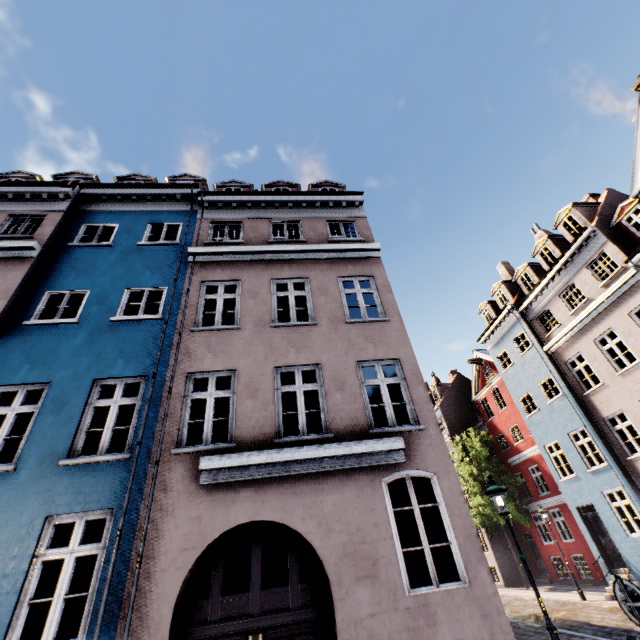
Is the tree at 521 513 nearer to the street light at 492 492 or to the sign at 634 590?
the sign at 634 590

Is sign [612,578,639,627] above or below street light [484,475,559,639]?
below

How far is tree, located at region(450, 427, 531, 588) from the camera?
21.8m

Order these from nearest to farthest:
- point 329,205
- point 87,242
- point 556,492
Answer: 1. point 87,242
2. point 329,205
3. point 556,492

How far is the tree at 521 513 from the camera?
21.8m

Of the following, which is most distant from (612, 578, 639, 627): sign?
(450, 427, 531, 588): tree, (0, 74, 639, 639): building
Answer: (450, 427, 531, 588): tree

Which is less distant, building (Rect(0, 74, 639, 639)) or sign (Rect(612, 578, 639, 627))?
sign (Rect(612, 578, 639, 627))
